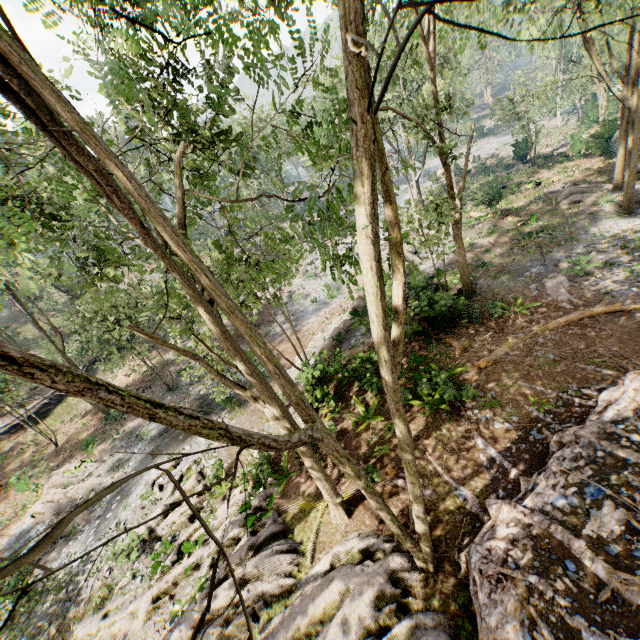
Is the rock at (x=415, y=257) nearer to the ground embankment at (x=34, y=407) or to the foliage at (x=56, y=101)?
the foliage at (x=56, y=101)

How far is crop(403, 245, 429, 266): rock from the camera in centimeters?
2470cm

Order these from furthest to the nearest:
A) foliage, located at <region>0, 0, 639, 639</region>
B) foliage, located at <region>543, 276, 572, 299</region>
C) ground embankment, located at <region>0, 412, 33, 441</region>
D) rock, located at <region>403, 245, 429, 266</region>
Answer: ground embankment, located at <region>0, 412, 33, 441</region> → rock, located at <region>403, 245, 429, 266</region> → foliage, located at <region>543, 276, 572, 299</region> → foliage, located at <region>0, 0, 639, 639</region>

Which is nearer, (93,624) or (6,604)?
(93,624)

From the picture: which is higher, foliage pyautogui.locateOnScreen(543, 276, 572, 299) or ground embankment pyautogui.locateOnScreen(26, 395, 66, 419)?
foliage pyautogui.locateOnScreen(543, 276, 572, 299)

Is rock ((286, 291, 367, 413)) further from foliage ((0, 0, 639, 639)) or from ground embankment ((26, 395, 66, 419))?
ground embankment ((26, 395, 66, 419))

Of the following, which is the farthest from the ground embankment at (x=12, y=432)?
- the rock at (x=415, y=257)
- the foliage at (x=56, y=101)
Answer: the rock at (x=415, y=257)

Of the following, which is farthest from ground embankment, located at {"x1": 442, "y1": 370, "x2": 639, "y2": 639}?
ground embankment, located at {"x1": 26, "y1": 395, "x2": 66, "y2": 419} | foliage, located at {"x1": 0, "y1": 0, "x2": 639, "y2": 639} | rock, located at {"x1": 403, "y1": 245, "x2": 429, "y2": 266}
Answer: ground embankment, located at {"x1": 26, "y1": 395, "x2": 66, "y2": 419}
